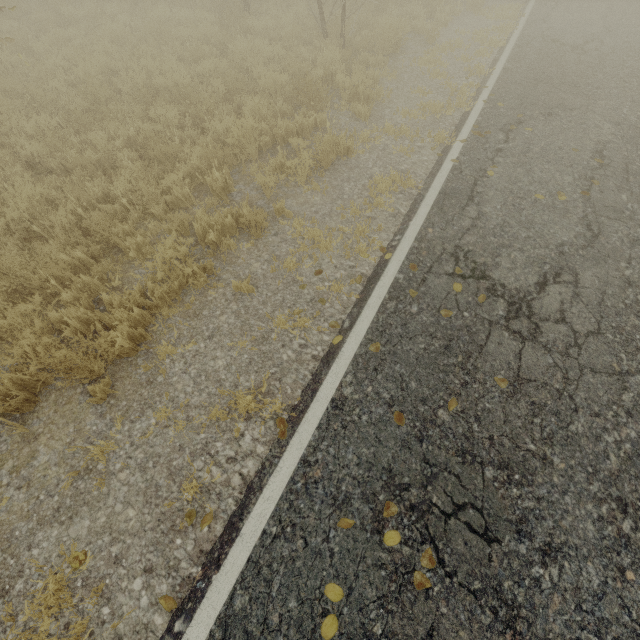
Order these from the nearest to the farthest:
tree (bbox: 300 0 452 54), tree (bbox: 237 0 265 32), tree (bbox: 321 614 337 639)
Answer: tree (bbox: 321 614 337 639) → tree (bbox: 300 0 452 54) → tree (bbox: 237 0 265 32)

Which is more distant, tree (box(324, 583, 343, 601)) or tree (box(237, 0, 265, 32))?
tree (box(237, 0, 265, 32))

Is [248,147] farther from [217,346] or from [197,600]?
[197,600]

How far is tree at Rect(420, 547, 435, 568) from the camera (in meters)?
2.65

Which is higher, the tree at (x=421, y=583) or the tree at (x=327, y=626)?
the tree at (x=421, y=583)

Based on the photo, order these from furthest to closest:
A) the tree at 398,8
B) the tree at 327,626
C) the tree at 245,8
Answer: the tree at 245,8
the tree at 398,8
the tree at 327,626
